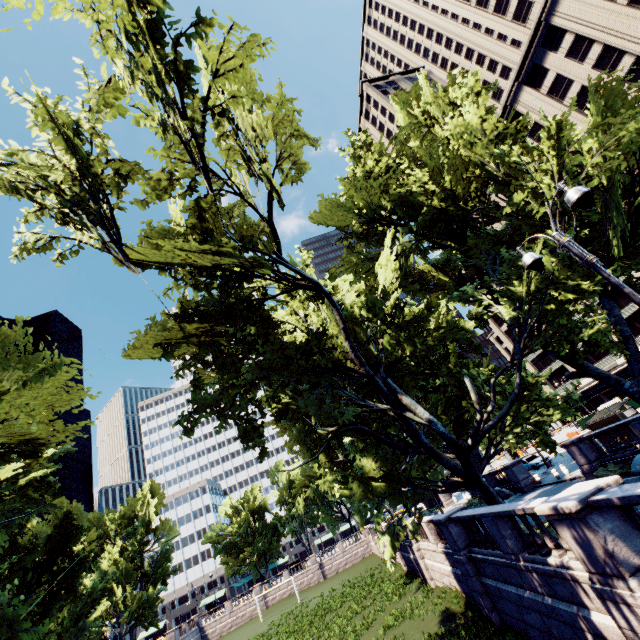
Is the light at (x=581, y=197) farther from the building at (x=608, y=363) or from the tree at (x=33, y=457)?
the building at (x=608, y=363)

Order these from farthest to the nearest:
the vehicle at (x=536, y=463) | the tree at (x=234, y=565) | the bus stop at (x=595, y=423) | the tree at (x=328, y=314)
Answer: the tree at (x=234, y=565) < the vehicle at (x=536, y=463) < the bus stop at (x=595, y=423) < the tree at (x=328, y=314)

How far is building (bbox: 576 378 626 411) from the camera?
51.38m

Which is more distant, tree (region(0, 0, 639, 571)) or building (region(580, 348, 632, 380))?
building (region(580, 348, 632, 380))

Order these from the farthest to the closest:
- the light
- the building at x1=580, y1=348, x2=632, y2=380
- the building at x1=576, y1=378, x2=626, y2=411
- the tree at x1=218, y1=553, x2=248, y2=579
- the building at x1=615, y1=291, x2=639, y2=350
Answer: the tree at x1=218, y1=553, x2=248, y2=579, the building at x1=576, y1=378, x2=626, y2=411, the building at x1=580, y1=348, x2=632, y2=380, the building at x1=615, y1=291, x2=639, y2=350, the light

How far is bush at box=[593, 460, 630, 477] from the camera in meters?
16.1 m

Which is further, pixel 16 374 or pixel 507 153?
pixel 507 153
